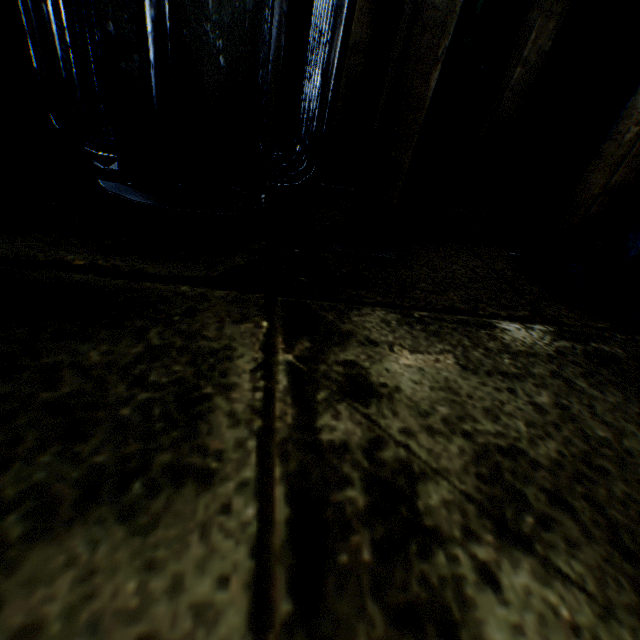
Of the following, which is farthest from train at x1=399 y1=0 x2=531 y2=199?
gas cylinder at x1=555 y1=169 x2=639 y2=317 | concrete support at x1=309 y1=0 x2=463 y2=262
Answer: gas cylinder at x1=555 y1=169 x2=639 y2=317

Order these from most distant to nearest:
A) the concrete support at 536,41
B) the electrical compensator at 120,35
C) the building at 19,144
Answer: the concrete support at 536,41
the building at 19,144
the electrical compensator at 120,35

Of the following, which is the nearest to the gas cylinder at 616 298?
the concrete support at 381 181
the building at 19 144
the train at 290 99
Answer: the concrete support at 381 181

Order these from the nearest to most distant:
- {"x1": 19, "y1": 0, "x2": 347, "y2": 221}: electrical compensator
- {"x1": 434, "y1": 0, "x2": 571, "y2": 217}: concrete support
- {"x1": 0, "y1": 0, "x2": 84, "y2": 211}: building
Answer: {"x1": 19, "y1": 0, "x2": 347, "y2": 221}: electrical compensator → {"x1": 0, "y1": 0, "x2": 84, "y2": 211}: building → {"x1": 434, "y1": 0, "x2": 571, "y2": 217}: concrete support

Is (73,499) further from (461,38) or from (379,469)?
(461,38)

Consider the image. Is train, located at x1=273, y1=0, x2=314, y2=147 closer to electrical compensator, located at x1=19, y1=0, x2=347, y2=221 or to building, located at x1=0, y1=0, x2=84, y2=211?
electrical compensator, located at x1=19, y1=0, x2=347, y2=221

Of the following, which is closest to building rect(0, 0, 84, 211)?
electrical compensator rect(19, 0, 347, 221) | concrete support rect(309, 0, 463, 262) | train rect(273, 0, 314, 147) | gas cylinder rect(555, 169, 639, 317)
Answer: electrical compensator rect(19, 0, 347, 221)

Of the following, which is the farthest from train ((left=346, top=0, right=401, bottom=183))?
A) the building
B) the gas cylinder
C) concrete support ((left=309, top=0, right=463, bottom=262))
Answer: the gas cylinder
